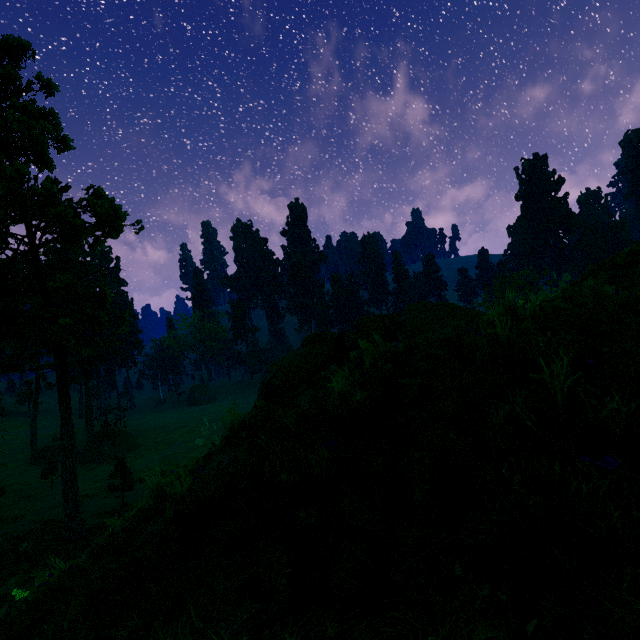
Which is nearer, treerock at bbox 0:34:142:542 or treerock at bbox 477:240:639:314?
treerock at bbox 477:240:639:314

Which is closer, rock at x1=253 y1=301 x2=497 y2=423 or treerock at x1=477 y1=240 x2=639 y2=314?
treerock at x1=477 y1=240 x2=639 y2=314

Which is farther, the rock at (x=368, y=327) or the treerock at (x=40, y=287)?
the treerock at (x=40, y=287)

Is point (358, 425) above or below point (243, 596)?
above

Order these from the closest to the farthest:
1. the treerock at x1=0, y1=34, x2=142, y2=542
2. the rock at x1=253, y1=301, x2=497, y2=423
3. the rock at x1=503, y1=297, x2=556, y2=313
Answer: the rock at x1=503, y1=297, x2=556, y2=313 < the rock at x1=253, y1=301, x2=497, y2=423 < the treerock at x1=0, y1=34, x2=142, y2=542

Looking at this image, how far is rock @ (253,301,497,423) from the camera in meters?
6.0 m

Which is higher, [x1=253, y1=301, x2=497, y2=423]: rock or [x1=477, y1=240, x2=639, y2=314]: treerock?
[x1=477, y1=240, x2=639, y2=314]: treerock

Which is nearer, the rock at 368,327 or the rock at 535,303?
the rock at 535,303
